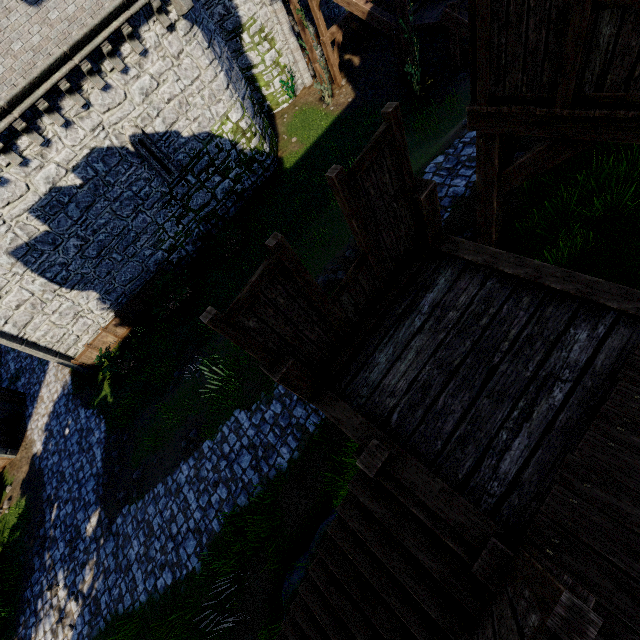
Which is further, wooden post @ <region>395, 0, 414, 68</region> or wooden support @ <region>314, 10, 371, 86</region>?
wooden support @ <region>314, 10, 371, 86</region>

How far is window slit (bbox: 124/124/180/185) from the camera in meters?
13.0 m

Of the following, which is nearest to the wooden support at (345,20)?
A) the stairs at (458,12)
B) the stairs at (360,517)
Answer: the stairs at (458,12)

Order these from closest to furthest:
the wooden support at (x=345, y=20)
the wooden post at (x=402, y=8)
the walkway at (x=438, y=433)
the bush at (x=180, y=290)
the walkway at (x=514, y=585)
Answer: the walkway at (x=514, y=585) < the walkway at (x=438, y=433) < the wooden post at (x=402, y=8) < the bush at (x=180, y=290) < the wooden support at (x=345, y=20)

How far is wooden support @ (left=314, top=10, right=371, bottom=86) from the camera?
17.8 meters

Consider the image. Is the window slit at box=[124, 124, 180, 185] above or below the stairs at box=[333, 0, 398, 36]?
above

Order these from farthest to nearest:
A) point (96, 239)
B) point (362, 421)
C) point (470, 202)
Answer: point (96, 239)
point (470, 202)
point (362, 421)

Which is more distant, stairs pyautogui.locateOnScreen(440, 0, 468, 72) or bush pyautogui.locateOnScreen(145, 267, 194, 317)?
bush pyautogui.locateOnScreen(145, 267, 194, 317)
